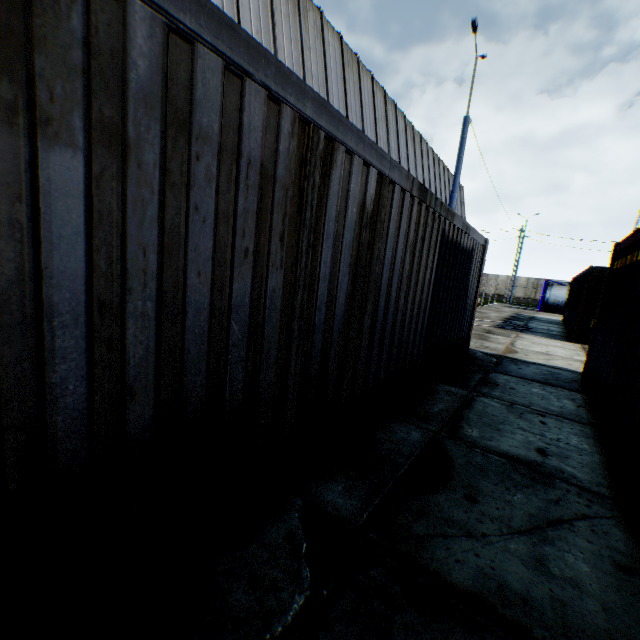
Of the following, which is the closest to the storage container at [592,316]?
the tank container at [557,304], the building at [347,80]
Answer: the building at [347,80]

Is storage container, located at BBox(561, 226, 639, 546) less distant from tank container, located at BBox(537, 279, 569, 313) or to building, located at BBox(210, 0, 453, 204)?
building, located at BBox(210, 0, 453, 204)

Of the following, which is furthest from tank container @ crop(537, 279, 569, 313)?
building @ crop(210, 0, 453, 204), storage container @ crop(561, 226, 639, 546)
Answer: storage container @ crop(561, 226, 639, 546)

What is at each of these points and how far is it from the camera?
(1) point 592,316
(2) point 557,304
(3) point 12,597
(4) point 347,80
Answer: (1) storage container, 12.18m
(2) tank container, 28.59m
(3) storage container, 1.32m
(4) building, 13.71m

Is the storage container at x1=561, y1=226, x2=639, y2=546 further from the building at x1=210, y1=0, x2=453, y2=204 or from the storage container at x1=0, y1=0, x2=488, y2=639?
the building at x1=210, y1=0, x2=453, y2=204

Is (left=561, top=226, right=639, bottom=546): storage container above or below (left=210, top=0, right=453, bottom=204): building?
below

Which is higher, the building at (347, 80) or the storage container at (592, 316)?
the building at (347, 80)

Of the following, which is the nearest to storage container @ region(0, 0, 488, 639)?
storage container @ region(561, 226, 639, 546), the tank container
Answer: storage container @ region(561, 226, 639, 546)
